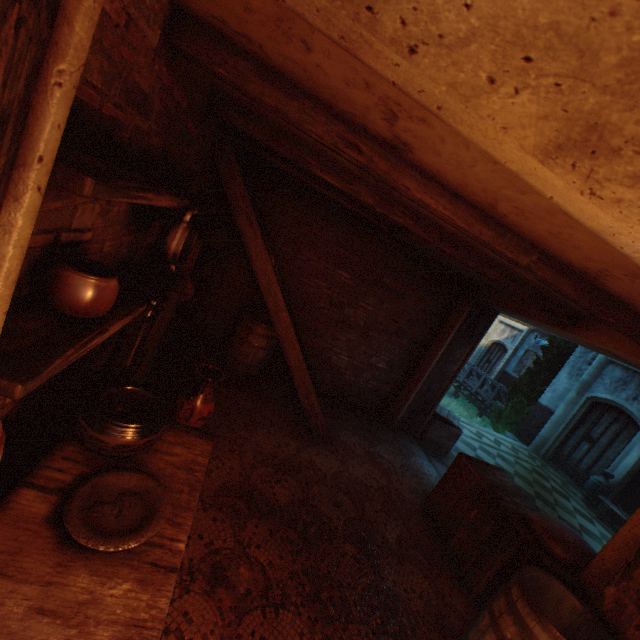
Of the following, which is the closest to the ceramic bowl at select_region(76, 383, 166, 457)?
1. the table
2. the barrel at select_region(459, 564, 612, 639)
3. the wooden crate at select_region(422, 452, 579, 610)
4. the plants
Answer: the barrel at select_region(459, 564, 612, 639)

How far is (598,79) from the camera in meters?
0.5

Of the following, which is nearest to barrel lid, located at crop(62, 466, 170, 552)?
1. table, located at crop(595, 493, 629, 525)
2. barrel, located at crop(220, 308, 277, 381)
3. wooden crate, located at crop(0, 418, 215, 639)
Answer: wooden crate, located at crop(0, 418, 215, 639)

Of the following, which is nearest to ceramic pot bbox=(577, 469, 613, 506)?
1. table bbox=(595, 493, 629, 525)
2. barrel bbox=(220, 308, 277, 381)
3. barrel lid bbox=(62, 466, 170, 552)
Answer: table bbox=(595, 493, 629, 525)

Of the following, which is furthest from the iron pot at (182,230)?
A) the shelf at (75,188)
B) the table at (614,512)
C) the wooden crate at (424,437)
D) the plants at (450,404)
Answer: the plants at (450,404)

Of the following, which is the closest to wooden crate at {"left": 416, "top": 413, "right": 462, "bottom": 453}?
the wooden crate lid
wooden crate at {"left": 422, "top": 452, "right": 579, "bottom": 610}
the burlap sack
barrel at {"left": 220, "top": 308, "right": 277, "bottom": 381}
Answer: the wooden crate lid

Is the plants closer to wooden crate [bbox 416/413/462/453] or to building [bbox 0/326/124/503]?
building [bbox 0/326/124/503]

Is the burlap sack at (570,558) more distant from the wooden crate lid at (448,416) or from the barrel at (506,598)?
the wooden crate lid at (448,416)
